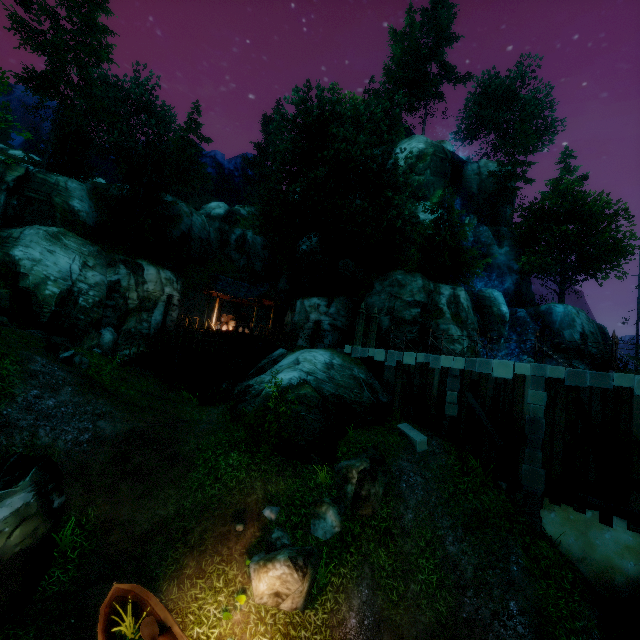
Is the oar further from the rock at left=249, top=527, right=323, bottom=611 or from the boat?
the rock at left=249, top=527, right=323, bottom=611

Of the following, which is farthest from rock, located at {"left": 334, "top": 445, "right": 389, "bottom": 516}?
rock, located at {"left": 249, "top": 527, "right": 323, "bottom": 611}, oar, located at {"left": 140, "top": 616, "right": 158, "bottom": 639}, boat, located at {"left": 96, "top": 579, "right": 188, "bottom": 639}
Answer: oar, located at {"left": 140, "top": 616, "right": 158, "bottom": 639}

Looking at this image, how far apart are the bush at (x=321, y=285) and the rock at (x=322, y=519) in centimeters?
1872cm

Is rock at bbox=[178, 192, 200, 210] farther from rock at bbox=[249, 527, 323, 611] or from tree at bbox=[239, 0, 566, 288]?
rock at bbox=[249, 527, 323, 611]

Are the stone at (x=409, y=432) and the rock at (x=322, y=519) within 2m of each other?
no

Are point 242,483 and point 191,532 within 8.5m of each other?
yes

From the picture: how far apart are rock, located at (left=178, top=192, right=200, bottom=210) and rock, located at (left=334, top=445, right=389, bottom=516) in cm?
5153

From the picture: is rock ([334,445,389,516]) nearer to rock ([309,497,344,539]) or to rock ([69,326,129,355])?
rock ([309,497,344,539])
